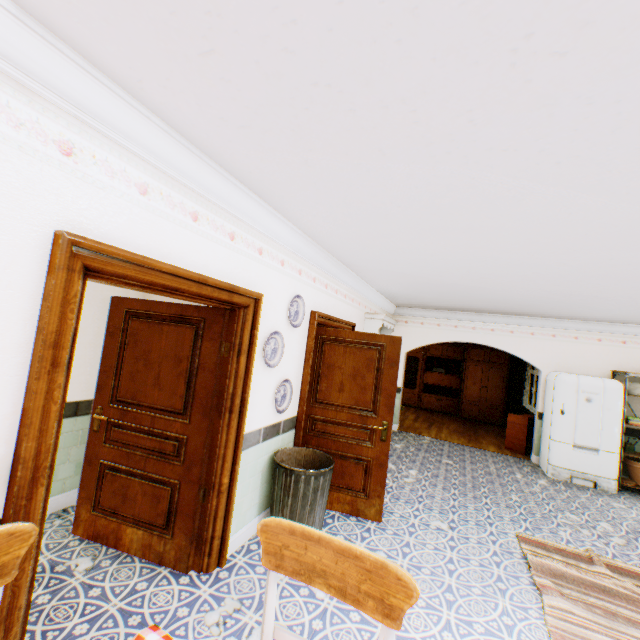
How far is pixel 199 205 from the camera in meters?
2.3 m

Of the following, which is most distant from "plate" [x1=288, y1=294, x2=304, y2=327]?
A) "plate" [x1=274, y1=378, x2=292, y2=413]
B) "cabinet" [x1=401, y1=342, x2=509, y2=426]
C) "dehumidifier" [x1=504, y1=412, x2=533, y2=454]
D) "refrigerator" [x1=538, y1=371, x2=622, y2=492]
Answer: "cabinet" [x1=401, y1=342, x2=509, y2=426]

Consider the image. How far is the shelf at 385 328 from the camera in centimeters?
618cm

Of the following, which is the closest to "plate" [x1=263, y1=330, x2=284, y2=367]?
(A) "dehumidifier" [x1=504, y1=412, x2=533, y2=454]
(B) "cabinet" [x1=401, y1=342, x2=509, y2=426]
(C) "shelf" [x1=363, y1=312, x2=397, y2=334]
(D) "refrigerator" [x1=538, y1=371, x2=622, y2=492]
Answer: (C) "shelf" [x1=363, y1=312, x2=397, y2=334]

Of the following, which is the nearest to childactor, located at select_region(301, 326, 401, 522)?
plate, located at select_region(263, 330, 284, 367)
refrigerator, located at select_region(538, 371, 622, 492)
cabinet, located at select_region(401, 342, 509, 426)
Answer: plate, located at select_region(263, 330, 284, 367)

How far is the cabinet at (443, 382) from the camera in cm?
1075

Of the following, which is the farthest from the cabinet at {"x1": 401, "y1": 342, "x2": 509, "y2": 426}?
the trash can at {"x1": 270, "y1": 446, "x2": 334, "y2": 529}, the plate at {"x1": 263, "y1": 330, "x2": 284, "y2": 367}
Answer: the plate at {"x1": 263, "y1": 330, "x2": 284, "y2": 367}

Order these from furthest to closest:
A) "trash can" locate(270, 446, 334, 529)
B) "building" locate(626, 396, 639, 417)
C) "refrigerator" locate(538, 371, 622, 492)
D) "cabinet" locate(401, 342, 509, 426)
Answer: "cabinet" locate(401, 342, 509, 426)
"building" locate(626, 396, 639, 417)
"refrigerator" locate(538, 371, 622, 492)
"trash can" locate(270, 446, 334, 529)
